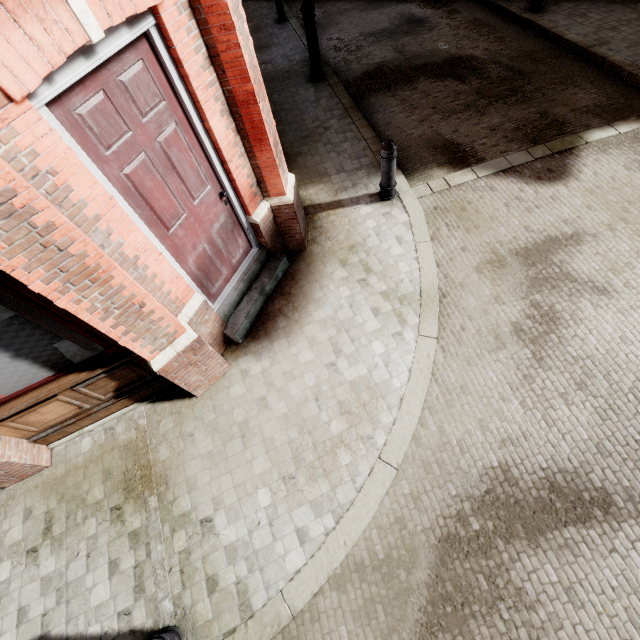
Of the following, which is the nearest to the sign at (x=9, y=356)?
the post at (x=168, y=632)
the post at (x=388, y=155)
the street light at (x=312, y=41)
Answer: the post at (x=168, y=632)

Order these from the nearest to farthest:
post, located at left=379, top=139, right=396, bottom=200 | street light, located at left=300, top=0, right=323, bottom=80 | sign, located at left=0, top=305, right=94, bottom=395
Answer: sign, located at left=0, top=305, right=94, bottom=395 → post, located at left=379, top=139, right=396, bottom=200 → street light, located at left=300, top=0, right=323, bottom=80

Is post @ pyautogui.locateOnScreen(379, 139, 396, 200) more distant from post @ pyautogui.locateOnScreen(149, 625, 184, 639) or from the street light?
post @ pyautogui.locateOnScreen(149, 625, 184, 639)

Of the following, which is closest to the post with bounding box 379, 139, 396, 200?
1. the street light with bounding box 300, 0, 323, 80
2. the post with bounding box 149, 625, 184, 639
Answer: the street light with bounding box 300, 0, 323, 80

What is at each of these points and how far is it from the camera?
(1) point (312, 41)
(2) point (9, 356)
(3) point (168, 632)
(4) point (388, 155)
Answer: (1) street light, 7.49m
(2) sign, 3.08m
(3) post, 3.00m
(4) post, 4.84m

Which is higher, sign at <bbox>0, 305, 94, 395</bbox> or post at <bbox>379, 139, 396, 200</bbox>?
sign at <bbox>0, 305, 94, 395</bbox>

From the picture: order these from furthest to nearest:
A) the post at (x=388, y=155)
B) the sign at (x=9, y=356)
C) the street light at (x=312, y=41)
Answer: the street light at (x=312, y=41) < the post at (x=388, y=155) < the sign at (x=9, y=356)
